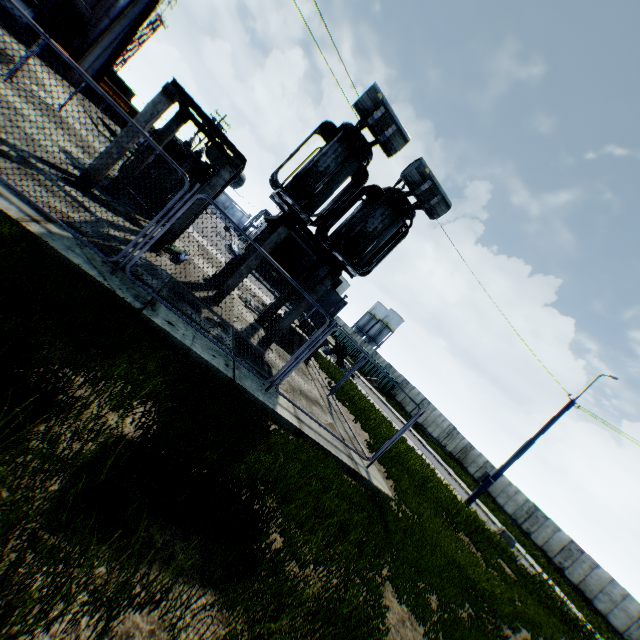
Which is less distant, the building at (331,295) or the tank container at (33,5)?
the tank container at (33,5)

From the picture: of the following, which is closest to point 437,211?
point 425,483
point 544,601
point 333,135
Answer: point 333,135

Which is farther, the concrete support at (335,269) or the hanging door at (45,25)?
the hanging door at (45,25)

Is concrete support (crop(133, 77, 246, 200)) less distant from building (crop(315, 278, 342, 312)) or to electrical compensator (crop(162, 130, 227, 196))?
electrical compensator (crop(162, 130, 227, 196))

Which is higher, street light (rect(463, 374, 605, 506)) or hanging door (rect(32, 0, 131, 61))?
hanging door (rect(32, 0, 131, 61))

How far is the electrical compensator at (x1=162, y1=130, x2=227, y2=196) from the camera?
11.8 meters

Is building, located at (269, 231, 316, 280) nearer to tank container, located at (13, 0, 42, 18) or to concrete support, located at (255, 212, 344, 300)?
tank container, located at (13, 0, 42, 18)

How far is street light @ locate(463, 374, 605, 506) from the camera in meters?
15.9
